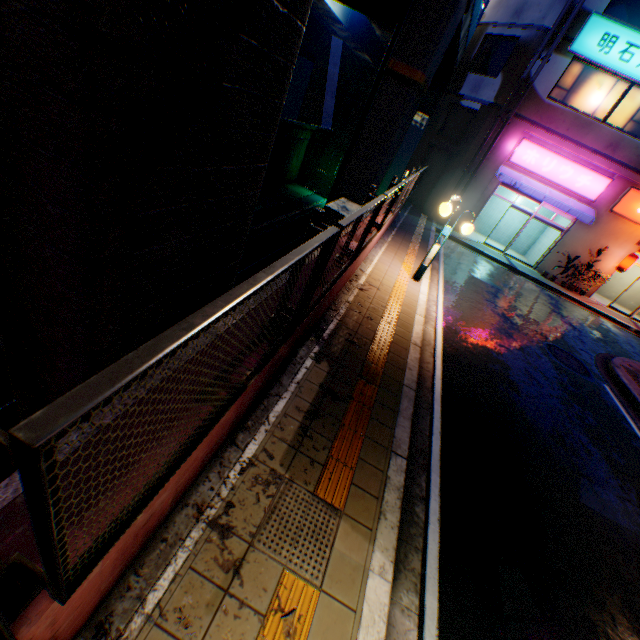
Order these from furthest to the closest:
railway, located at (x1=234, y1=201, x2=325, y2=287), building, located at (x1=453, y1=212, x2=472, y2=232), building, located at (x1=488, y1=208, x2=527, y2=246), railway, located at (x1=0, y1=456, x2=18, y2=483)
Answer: railway, located at (x1=234, y1=201, x2=325, y2=287)
building, located at (x1=488, y1=208, x2=527, y2=246)
building, located at (x1=453, y1=212, x2=472, y2=232)
railway, located at (x1=0, y1=456, x2=18, y2=483)

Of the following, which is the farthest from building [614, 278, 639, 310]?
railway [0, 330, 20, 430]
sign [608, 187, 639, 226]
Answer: railway [0, 330, 20, 430]

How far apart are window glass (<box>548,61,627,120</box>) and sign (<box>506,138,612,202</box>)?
1.6 meters

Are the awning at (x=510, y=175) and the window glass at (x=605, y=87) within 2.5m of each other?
no

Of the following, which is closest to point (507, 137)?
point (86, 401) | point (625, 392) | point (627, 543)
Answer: point (625, 392)

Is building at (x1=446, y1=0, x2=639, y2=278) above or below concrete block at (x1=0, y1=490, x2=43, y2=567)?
above

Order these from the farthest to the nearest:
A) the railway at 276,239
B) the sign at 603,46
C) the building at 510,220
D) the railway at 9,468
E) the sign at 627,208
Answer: the railway at 276,239
the building at 510,220
the sign at 627,208
the sign at 603,46
the railway at 9,468

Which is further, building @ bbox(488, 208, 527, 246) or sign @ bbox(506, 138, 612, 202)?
building @ bbox(488, 208, 527, 246)
